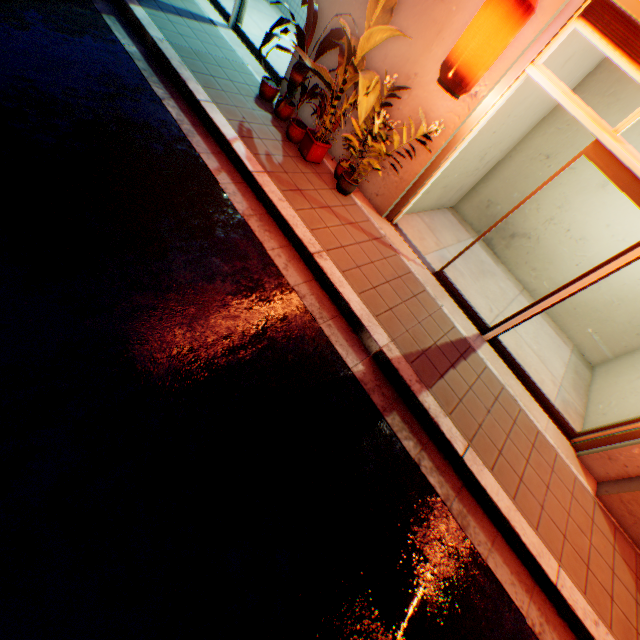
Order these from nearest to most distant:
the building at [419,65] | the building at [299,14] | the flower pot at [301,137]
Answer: the building at [419,65], the flower pot at [301,137], the building at [299,14]

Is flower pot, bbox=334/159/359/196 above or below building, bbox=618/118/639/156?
below

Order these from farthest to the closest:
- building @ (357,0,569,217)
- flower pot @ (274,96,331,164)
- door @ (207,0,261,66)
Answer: door @ (207,0,261,66) → flower pot @ (274,96,331,164) → building @ (357,0,569,217)

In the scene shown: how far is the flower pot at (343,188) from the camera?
4.8 meters

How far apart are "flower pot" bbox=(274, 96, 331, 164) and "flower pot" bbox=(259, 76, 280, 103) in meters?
0.7

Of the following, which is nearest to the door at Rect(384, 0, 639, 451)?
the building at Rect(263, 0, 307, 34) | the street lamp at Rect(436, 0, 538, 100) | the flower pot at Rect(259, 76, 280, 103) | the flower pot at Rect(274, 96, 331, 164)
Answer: the building at Rect(263, 0, 307, 34)

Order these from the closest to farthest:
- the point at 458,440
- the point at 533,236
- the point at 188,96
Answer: the point at 458,440
the point at 188,96
the point at 533,236

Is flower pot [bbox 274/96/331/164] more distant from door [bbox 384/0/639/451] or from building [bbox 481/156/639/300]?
door [bbox 384/0/639/451]
